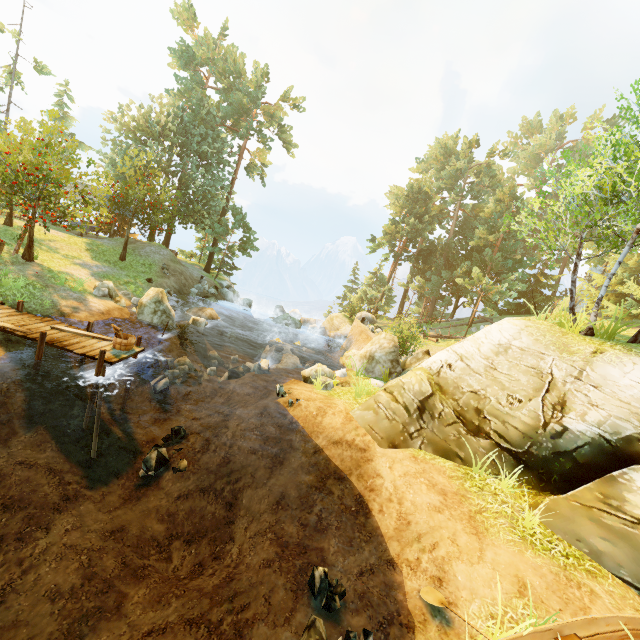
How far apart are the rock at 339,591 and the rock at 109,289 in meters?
16.3

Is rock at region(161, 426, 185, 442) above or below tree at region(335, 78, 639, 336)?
below

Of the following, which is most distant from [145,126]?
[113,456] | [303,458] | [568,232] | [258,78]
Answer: [568,232]

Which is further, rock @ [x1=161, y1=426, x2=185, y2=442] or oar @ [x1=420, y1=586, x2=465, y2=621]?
rock @ [x1=161, y1=426, x2=185, y2=442]

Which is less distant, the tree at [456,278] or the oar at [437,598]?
the oar at [437,598]

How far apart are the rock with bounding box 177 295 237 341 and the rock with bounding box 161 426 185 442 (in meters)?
9.33

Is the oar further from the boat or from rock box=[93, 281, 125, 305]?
rock box=[93, 281, 125, 305]

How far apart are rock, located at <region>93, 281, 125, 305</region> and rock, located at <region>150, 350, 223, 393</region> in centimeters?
496cm
